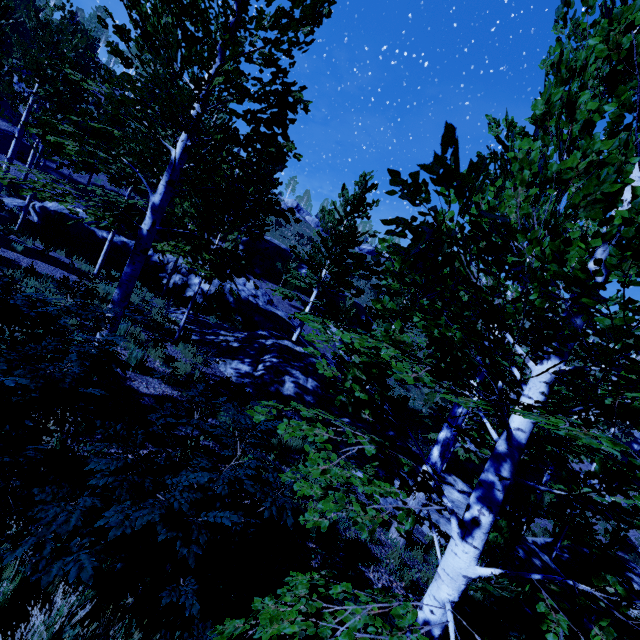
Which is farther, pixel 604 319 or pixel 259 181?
pixel 259 181

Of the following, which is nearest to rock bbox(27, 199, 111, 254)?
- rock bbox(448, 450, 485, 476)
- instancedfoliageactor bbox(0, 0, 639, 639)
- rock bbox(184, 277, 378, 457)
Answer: instancedfoliageactor bbox(0, 0, 639, 639)

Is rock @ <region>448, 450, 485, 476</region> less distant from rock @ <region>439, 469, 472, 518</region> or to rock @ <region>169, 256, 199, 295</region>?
rock @ <region>169, 256, 199, 295</region>

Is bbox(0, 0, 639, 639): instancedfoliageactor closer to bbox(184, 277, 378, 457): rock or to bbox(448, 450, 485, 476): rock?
bbox(184, 277, 378, 457): rock

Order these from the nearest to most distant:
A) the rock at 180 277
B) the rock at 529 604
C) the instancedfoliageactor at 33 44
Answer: the instancedfoliageactor at 33 44 < the rock at 529 604 < the rock at 180 277

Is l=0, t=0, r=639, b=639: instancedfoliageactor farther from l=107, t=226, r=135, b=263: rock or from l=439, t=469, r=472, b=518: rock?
l=107, t=226, r=135, b=263: rock

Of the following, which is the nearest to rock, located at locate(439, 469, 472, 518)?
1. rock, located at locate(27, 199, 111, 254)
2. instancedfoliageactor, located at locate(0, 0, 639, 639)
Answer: instancedfoliageactor, located at locate(0, 0, 639, 639)

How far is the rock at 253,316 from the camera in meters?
10.6 m
